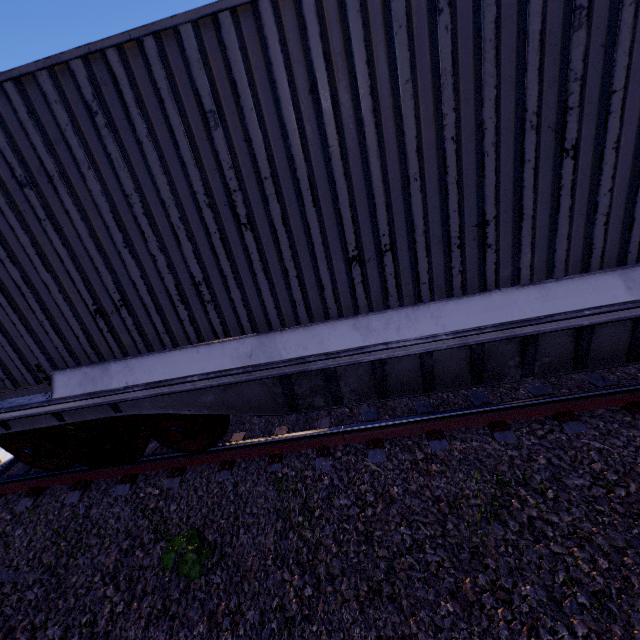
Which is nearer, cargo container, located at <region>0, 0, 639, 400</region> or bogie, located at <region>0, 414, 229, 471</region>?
cargo container, located at <region>0, 0, 639, 400</region>

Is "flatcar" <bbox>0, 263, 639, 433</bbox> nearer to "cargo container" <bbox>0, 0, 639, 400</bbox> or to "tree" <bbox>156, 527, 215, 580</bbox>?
"cargo container" <bbox>0, 0, 639, 400</bbox>

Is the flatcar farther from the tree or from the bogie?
the tree

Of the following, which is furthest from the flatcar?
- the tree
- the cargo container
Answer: the tree

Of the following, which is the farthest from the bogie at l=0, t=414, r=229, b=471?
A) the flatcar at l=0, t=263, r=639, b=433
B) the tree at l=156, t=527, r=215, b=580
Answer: the tree at l=156, t=527, r=215, b=580

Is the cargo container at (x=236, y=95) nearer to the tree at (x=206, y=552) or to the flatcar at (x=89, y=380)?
the flatcar at (x=89, y=380)

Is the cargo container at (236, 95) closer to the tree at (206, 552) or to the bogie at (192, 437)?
the bogie at (192, 437)

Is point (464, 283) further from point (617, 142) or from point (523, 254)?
point (617, 142)
